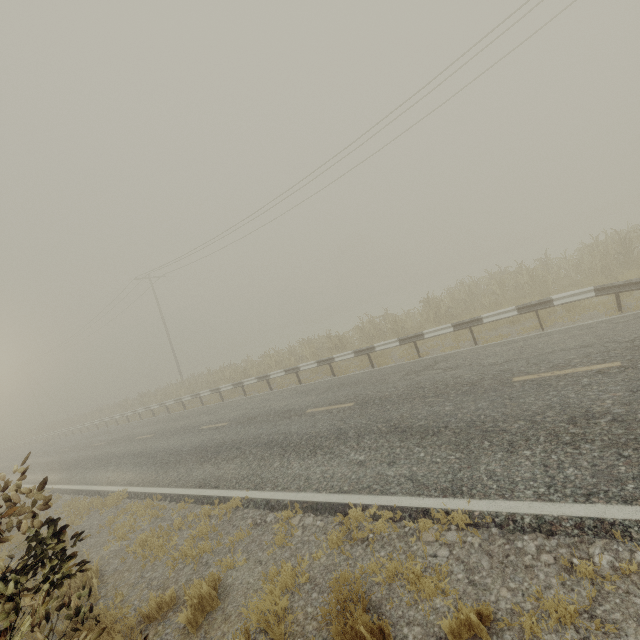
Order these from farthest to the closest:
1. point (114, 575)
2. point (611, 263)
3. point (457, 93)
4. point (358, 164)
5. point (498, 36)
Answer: point (358, 164)
point (457, 93)
point (498, 36)
point (611, 263)
point (114, 575)

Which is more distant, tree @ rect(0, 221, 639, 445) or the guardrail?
tree @ rect(0, 221, 639, 445)

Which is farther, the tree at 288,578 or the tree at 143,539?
the tree at 143,539

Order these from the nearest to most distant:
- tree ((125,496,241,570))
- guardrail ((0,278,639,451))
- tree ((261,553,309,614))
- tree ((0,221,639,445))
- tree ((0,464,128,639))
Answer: tree ((0,464,128,639)) < tree ((261,553,309,614)) < tree ((125,496,241,570)) < guardrail ((0,278,639,451)) < tree ((0,221,639,445))

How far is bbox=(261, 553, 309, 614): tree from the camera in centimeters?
367cm

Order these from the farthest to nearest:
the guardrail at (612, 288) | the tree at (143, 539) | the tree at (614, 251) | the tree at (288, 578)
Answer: the tree at (614, 251) < the guardrail at (612, 288) < the tree at (143, 539) < the tree at (288, 578)

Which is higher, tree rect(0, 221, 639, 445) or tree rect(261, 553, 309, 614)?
Answer: tree rect(0, 221, 639, 445)

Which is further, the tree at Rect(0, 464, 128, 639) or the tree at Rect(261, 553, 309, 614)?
the tree at Rect(261, 553, 309, 614)
